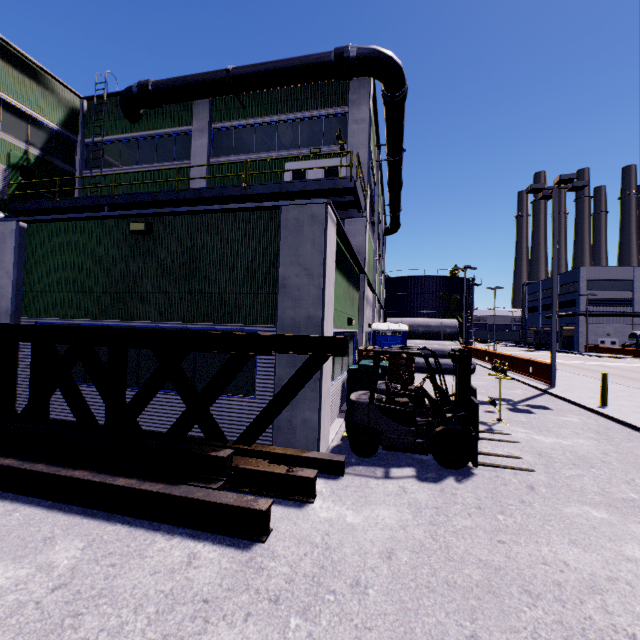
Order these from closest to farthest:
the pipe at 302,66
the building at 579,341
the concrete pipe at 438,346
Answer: the pipe at 302,66
the concrete pipe at 438,346
the building at 579,341

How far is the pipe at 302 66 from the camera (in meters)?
13.23

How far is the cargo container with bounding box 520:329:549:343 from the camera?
55.5 meters

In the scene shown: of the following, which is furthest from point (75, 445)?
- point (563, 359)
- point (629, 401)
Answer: point (563, 359)

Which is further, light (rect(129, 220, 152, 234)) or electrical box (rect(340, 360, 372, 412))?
electrical box (rect(340, 360, 372, 412))

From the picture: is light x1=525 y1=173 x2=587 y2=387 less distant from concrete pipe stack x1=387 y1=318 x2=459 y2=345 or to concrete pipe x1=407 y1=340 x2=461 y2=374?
concrete pipe x1=407 y1=340 x2=461 y2=374

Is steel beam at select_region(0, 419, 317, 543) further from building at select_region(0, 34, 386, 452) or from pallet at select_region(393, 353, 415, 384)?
pallet at select_region(393, 353, 415, 384)

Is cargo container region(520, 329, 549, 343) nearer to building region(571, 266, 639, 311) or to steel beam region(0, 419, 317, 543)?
building region(571, 266, 639, 311)
